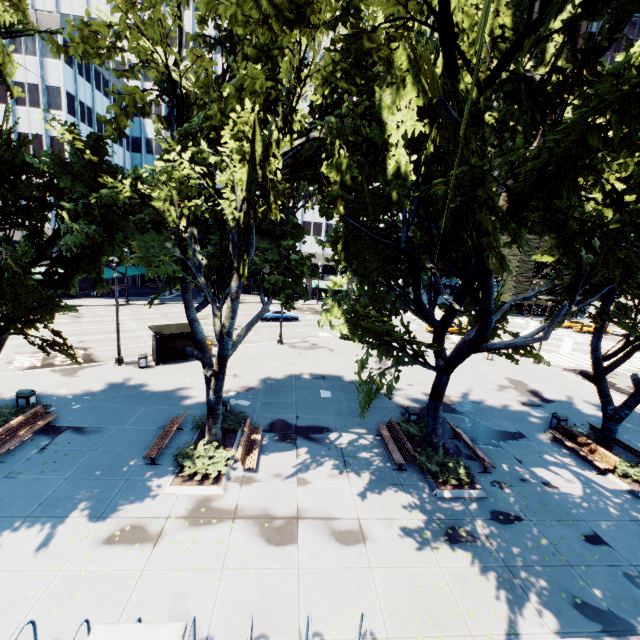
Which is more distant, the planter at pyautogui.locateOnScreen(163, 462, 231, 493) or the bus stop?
the bus stop

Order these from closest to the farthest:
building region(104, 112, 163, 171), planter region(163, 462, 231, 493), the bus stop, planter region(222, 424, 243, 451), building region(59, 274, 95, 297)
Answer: planter region(163, 462, 231, 493)
planter region(222, 424, 243, 451)
the bus stop
building region(59, 274, 95, 297)
building region(104, 112, 163, 171)

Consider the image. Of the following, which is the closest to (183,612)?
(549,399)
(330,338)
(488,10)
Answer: (488,10)

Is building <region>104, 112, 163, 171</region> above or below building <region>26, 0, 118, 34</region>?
below

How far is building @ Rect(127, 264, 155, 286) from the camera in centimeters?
5475cm

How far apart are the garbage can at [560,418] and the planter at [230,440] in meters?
16.7 m

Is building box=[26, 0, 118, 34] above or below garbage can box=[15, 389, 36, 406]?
above

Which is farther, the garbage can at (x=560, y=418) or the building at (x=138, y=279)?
the building at (x=138, y=279)
